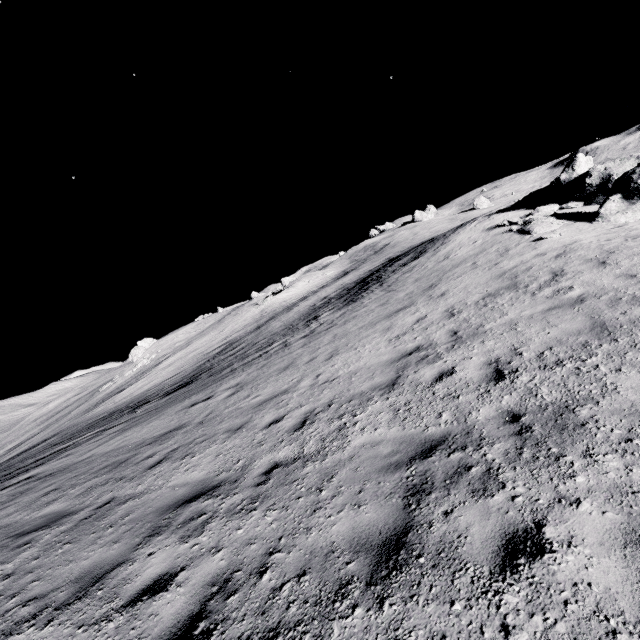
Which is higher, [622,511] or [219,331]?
[219,331]
